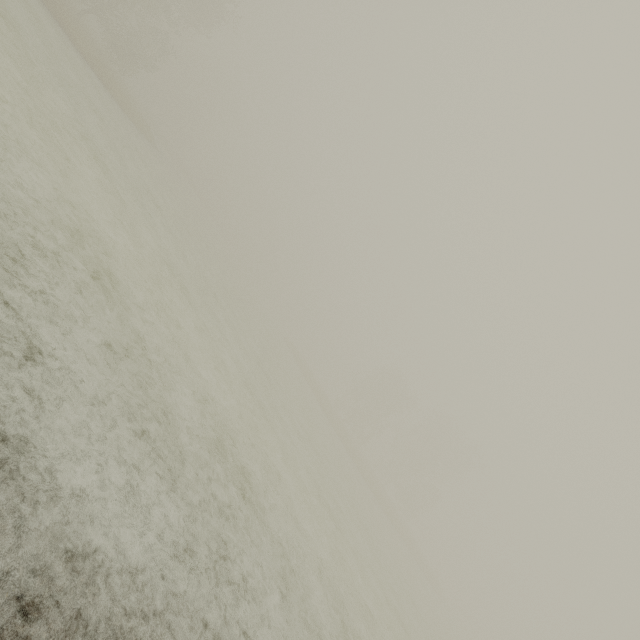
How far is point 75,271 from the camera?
5.90m
